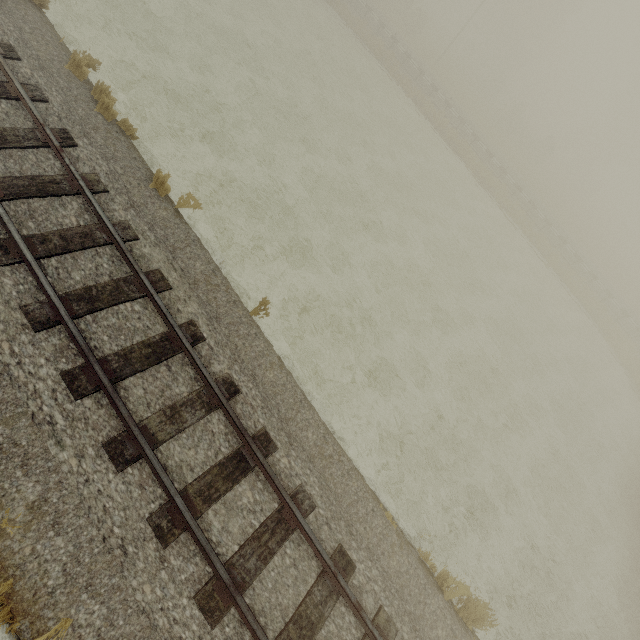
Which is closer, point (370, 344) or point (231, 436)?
point (231, 436)
